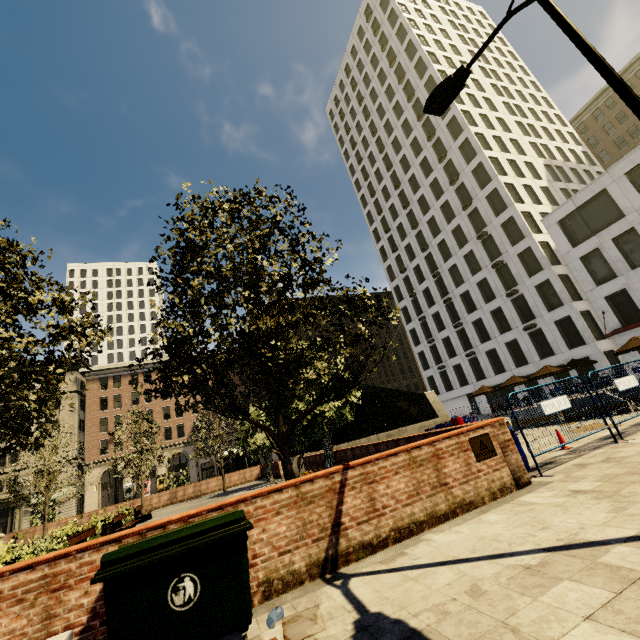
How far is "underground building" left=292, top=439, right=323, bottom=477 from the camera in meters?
19.6

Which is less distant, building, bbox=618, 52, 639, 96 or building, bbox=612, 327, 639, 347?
building, bbox=612, 327, 639, 347

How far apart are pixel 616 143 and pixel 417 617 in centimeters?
6788cm

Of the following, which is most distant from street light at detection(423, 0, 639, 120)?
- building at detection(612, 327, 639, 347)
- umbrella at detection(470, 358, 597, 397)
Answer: building at detection(612, 327, 639, 347)

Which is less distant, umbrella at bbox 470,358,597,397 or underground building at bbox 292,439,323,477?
underground building at bbox 292,439,323,477

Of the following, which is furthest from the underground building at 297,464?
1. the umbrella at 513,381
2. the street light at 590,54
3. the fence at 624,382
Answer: the street light at 590,54

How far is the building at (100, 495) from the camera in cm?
4253

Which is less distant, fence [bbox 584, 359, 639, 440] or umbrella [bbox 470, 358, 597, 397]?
fence [bbox 584, 359, 639, 440]
